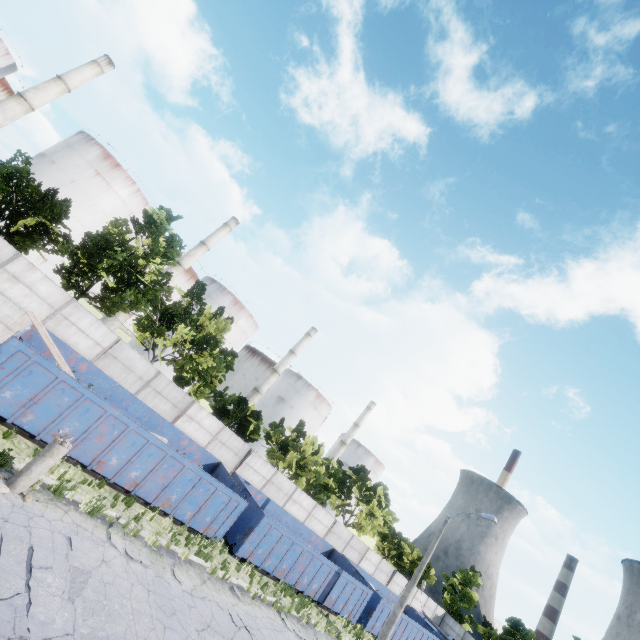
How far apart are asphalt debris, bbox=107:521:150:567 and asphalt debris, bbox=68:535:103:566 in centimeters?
75cm

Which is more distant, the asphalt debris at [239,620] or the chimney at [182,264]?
the chimney at [182,264]

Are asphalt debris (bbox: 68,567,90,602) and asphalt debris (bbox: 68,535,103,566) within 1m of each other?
yes

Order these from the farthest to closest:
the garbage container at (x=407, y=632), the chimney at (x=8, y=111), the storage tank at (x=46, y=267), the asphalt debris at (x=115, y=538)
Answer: the storage tank at (x=46, y=267) < the chimney at (x=8, y=111) < the garbage container at (x=407, y=632) < the asphalt debris at (x=115, y=538)

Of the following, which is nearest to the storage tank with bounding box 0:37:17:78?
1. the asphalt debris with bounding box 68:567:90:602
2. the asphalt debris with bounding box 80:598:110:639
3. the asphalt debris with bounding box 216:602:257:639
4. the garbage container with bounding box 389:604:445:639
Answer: the asphalt debris with bounding box 68:567:90:602

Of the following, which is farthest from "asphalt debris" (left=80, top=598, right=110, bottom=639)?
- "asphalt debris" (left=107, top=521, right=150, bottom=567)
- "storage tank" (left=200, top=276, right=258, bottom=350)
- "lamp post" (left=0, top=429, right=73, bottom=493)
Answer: "storage tank" (left=200, top=276, right=258, bottom=350)

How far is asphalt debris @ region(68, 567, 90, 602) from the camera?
7.10m

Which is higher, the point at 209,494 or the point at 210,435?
the point at 210,435
